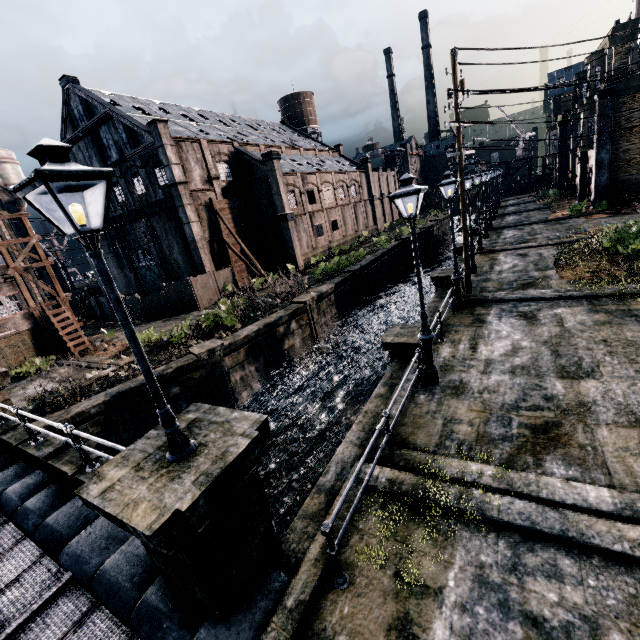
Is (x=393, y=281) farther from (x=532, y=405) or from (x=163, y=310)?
(x=532, y=405)

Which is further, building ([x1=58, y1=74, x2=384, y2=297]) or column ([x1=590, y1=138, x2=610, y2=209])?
building ([x1=58, y1=74, x2=384, y2=297])

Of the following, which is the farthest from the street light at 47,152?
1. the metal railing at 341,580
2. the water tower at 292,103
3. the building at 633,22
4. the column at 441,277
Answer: the water tower at 292,103

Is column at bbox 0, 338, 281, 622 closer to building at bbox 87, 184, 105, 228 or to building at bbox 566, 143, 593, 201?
building at bbox 87, 184, 105, 228

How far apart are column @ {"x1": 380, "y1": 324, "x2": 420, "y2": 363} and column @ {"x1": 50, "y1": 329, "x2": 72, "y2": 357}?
23.4 meters

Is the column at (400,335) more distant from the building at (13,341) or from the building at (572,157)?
the building at (572,157)

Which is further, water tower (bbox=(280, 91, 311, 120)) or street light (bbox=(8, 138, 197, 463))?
water tower (bbox=(280, 91, 311, 120))

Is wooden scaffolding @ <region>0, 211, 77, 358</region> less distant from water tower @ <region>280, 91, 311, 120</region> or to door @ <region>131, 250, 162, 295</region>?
door @ <region>131, 250, 162, 295</region>
